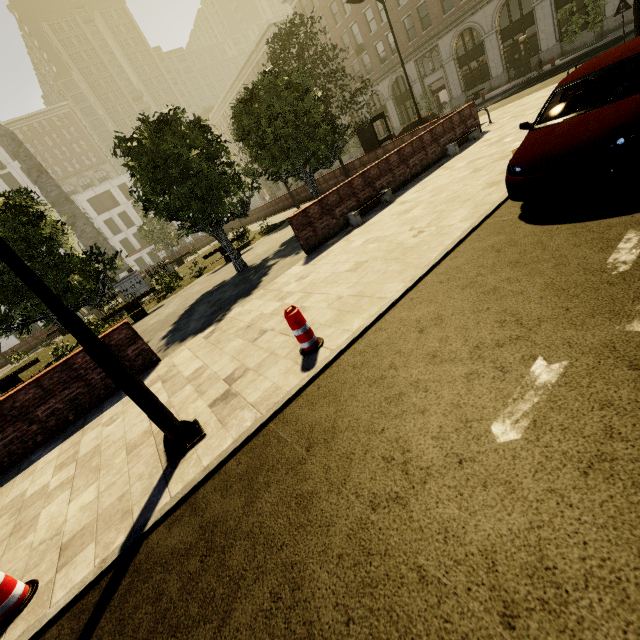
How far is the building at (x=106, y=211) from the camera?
56.2 meters

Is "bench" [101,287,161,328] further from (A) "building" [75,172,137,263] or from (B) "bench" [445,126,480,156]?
(A) "building" [75,172,137,263]

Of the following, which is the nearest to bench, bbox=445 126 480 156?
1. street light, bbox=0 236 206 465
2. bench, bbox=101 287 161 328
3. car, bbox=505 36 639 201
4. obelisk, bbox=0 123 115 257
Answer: car, bbox=505 36 639 201

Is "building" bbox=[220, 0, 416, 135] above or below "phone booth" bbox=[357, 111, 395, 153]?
above

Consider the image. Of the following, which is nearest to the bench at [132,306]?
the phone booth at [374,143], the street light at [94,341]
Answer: the street light at [94,341]

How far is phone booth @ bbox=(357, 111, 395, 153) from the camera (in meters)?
17.73

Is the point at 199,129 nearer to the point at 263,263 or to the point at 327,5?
the point at 263,263

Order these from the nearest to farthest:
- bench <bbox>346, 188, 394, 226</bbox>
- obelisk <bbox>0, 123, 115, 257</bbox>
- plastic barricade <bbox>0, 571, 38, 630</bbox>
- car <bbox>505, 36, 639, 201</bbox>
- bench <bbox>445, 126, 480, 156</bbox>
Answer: plastic barricade <bbox>0, 571, 38, 630</bbox>, car <bbox>505, 36, 639, 201</bbox>, bench <bbox>346, 188, 394, 226</bbox>, bench <bbox>445, 126, 480, 156</bbox>, obelisk <bbox>0, 123, 115, 257</bbox>
